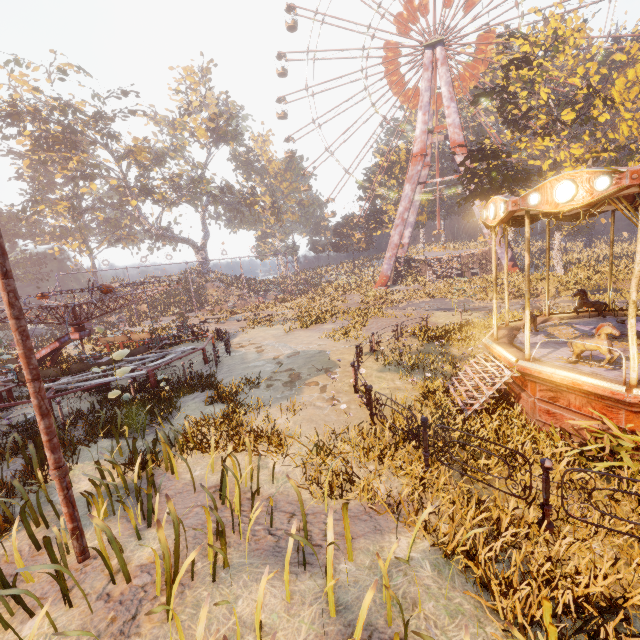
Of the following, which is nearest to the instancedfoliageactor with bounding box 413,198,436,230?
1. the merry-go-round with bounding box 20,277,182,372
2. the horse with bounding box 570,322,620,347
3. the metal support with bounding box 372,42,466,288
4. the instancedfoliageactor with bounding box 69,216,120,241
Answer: the metal support with bounding box 372,42,466,288

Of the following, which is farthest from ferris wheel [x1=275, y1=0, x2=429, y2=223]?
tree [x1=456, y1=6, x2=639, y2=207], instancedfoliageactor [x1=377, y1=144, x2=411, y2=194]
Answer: tree [x1=456, y1=6, x2=639, y2=207]

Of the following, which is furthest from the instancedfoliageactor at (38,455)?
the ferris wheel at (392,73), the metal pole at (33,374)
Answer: the ferris wheel at (392,73)

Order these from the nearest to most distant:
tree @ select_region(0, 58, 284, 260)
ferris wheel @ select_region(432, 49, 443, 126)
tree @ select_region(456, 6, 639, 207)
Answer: tree @ select_region(456, 6, 639, 207) < tree @ select_region(0, 58, 284, 260) < ferris wheel @ select_region(432, 49, 443, 126)

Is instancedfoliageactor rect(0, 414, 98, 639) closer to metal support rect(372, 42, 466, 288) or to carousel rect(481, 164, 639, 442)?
carousel rect(481, 164, 639, 442)

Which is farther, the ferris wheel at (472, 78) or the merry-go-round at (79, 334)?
the ferris wheel at (472, 78)

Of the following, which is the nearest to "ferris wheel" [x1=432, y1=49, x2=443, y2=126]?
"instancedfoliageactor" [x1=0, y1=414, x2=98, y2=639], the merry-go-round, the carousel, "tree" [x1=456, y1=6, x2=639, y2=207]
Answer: "tree" [x1=456, y1=6, x2=639, y2=207]

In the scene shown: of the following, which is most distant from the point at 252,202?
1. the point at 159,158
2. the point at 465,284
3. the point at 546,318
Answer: the point at 546,318
